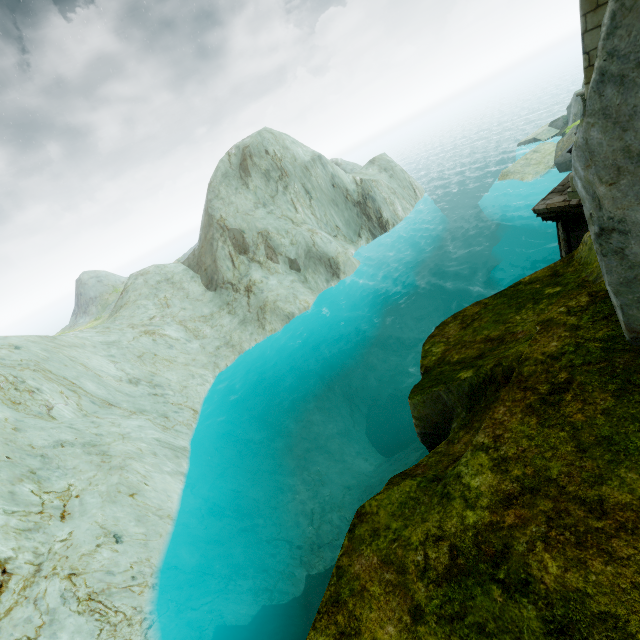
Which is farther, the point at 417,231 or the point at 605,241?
the point at 417,231
